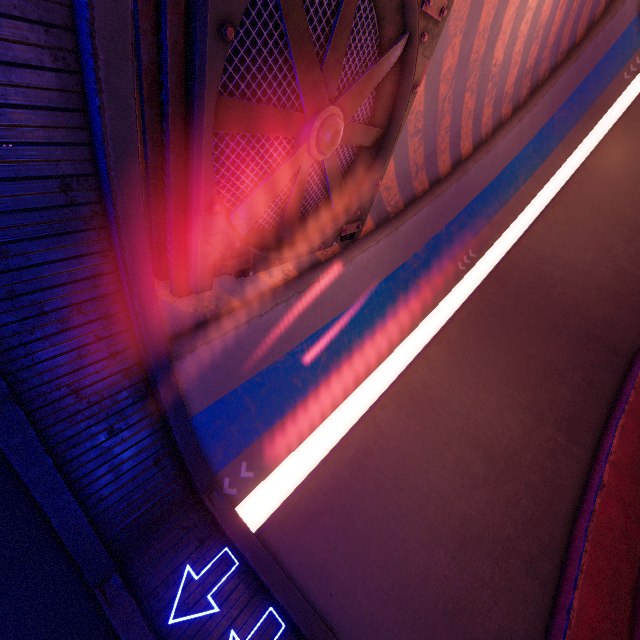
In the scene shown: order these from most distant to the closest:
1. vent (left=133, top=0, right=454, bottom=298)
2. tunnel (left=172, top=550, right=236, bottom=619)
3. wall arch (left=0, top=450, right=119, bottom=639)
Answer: tunnel (left=172, top=550, right=236, bottom=619), wall arch (left=0, top=450, right=119, bottom=639), vent (left=133, top=0, right=454, bottom=298)

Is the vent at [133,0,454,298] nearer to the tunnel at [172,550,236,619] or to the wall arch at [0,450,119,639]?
the tunnel at [172,550,236,619]

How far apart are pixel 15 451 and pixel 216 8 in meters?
6.2 m

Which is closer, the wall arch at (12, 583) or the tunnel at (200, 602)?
the wall arch at (12, 583)

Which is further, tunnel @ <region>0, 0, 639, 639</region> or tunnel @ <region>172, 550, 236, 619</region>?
tunnel @ <region>172, 550, 236, 619</region>

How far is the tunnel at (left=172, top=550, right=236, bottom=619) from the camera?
5.94m

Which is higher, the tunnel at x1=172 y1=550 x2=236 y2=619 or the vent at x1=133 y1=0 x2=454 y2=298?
the vent at x1=133 y1=0 x2=454 y2=298
